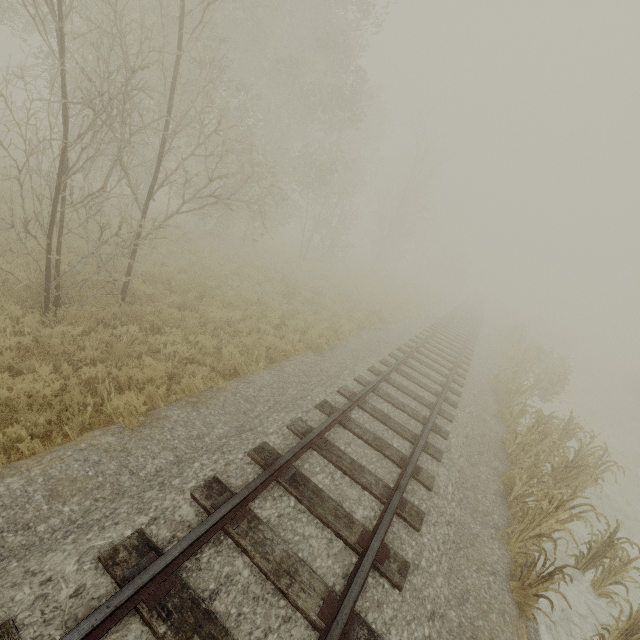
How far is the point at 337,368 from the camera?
8.7 meters
